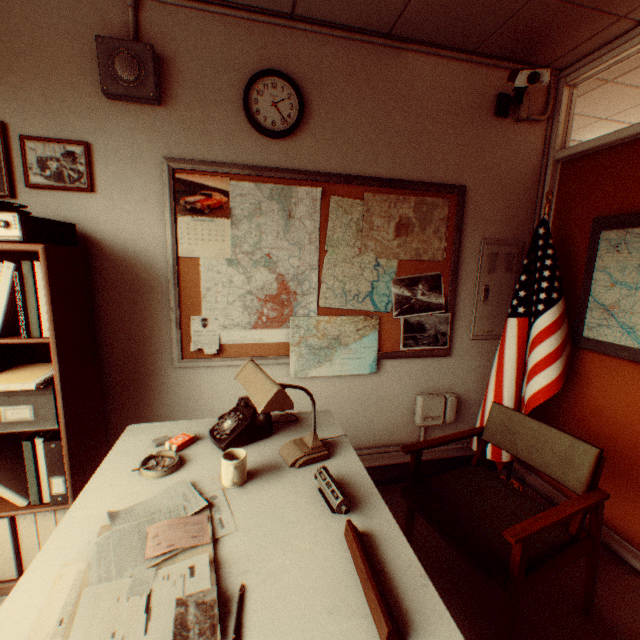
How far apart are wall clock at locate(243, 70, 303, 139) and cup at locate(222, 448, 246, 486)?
2.0 meters

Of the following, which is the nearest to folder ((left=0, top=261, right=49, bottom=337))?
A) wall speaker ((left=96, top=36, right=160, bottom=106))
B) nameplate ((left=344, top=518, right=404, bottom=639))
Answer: wall speaker ((left=96, top=36, right=160, bottom=106))

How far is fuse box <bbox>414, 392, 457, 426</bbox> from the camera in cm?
283

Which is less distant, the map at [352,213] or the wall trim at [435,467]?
the map at [352,213]

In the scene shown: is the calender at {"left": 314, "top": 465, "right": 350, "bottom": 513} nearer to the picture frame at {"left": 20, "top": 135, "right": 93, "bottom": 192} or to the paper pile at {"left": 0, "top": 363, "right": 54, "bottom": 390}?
the paper pile at {"left": 0, "top": 363, "right": 54, "bottom": 390}

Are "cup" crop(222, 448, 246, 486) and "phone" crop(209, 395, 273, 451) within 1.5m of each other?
yes

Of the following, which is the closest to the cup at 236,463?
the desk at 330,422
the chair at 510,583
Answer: the desk at 330,422

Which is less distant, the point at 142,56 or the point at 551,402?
the point at 142,56
